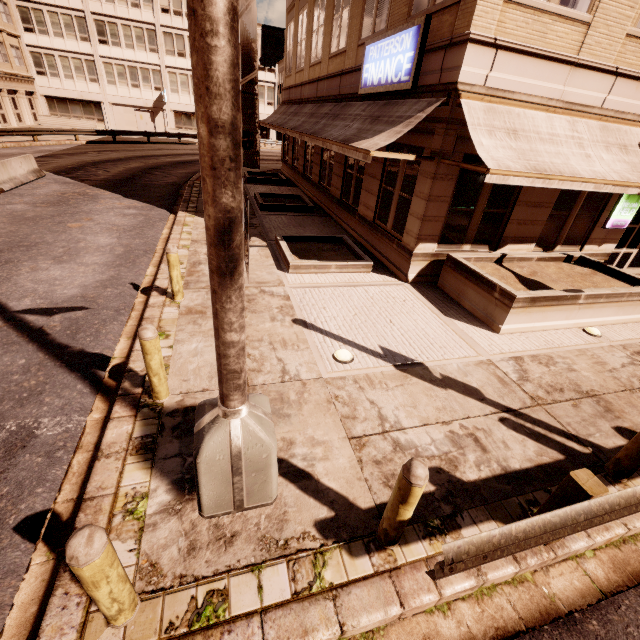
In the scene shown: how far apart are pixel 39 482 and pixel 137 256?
7.0 meters

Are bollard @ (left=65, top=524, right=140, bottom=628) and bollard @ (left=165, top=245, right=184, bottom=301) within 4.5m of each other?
no

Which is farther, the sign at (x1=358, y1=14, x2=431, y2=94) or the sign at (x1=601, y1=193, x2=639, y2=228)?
the sign at (x1=601, y1=193, x2=639, y2=228)

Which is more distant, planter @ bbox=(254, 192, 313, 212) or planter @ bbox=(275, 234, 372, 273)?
planter @ bbox=(254, 192, 313, 212)

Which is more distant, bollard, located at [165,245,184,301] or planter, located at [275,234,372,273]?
planter, located at [275,234,372,273]

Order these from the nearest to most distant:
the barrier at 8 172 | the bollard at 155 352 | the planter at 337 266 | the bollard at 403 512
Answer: the bollard at 403 512, the bollard at 155 352, the planter at 337 266, the barrier at 8 172

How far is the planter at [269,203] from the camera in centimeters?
1445cm

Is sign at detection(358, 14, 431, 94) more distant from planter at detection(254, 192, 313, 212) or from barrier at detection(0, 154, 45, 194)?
barrier at detection(0, 154, 45, 194)
